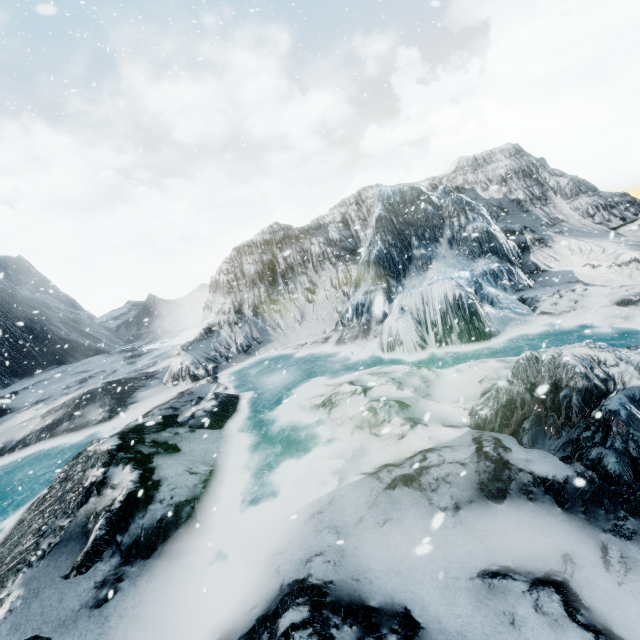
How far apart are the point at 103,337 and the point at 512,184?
34.3 meters
